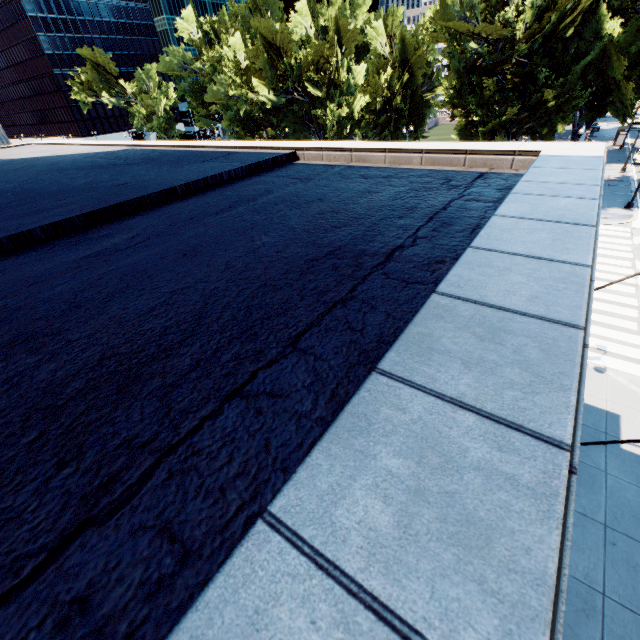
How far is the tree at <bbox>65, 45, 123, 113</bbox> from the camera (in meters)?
54.78

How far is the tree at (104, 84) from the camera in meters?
54.8 m

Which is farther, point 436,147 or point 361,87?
point 361,87

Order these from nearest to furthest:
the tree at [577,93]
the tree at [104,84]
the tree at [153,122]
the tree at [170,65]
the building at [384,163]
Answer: the building at [384,163] → the tree at [577,93] → the tree at [104,84] → the tree at [153,122] → the tree at [170,65]

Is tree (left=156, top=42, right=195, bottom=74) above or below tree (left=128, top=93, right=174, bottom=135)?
above

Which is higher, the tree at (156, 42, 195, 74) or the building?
the tree at (156, 42, 195, 74)

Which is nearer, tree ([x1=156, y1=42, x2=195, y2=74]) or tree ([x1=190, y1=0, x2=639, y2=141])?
tree ([x1=190, y1=0, x2=639, y2=141])
